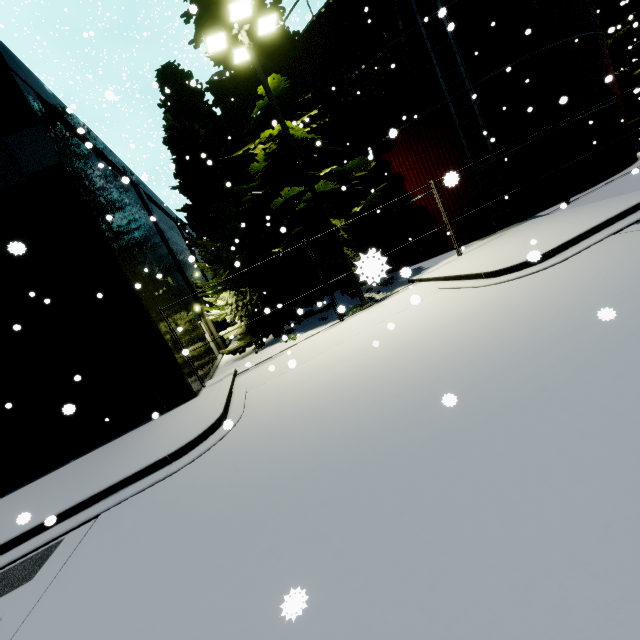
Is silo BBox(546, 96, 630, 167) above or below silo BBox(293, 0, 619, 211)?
below

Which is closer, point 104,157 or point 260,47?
point 260,47

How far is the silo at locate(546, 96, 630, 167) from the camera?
13.69m

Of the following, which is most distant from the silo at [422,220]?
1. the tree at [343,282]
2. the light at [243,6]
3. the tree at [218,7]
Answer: the light at [243,6]

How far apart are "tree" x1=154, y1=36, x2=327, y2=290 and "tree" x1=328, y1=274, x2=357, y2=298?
6.7 meters

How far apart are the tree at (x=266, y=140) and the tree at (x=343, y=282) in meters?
6.7 m

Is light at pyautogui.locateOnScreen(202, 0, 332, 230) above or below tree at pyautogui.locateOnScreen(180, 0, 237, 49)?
below

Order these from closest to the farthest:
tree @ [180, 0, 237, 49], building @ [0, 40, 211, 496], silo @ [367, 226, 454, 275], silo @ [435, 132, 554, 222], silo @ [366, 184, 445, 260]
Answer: silo @ [367, 226, 454, 275] → building @ [0, 40, 211, 496] → tree @ [180, 0, 237, 49] → silo @ [435, 132, 554, 222] → silo @ [366, 184, 445, 260]
